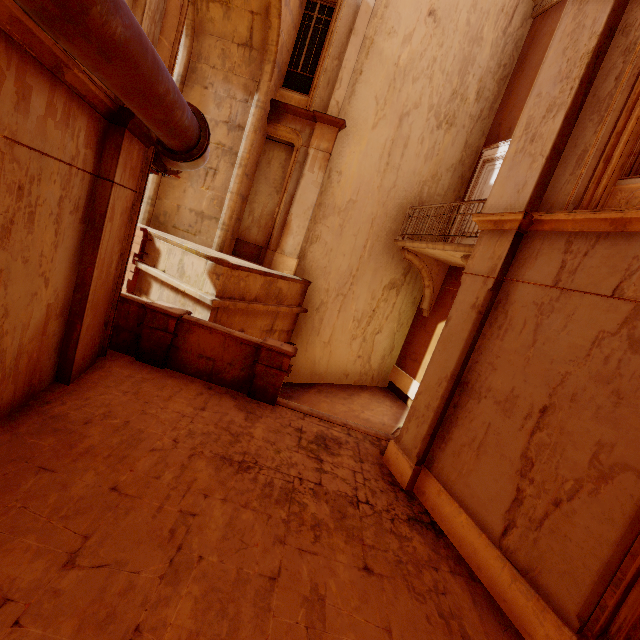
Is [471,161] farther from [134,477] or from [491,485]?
[134,477]

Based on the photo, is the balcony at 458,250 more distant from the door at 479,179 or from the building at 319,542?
the building at 319,542

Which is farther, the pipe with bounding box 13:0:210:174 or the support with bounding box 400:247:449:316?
the support with bounding box 400:247:449:316

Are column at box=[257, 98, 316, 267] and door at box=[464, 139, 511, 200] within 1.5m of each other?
no

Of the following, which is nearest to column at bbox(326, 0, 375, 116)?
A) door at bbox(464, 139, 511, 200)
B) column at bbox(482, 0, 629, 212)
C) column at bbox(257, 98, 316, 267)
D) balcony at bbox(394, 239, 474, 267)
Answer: column at bbox(257, 98, 316, 267)

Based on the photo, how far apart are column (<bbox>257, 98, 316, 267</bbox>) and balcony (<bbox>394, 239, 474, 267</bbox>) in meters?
3.4 m

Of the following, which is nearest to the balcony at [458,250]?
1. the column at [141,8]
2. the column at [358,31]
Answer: the column at [358,31]

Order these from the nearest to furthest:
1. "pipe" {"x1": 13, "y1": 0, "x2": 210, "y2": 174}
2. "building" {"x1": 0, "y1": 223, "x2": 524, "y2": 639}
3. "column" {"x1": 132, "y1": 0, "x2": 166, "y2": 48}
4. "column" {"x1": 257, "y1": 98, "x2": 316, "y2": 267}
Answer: "pipe" {"x1": 13, "y1": 0, "x2": 210, "y2": 174}
"building" {"x1": 0, "y1": 223, "x2": 524, "y2": 639}
"column" {"x1": 132, "y1": 0, "x2": 166, "y2": 48}
"column" {"x1": 257, "y1": 98, "x2": 316, "y2": 267}
